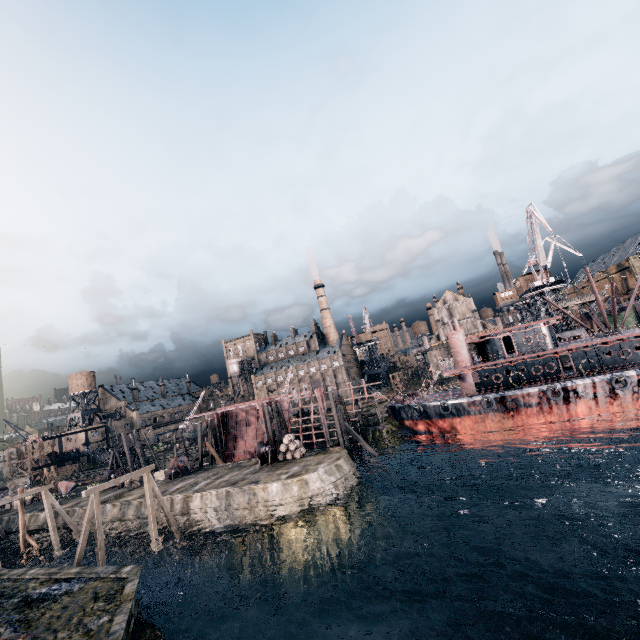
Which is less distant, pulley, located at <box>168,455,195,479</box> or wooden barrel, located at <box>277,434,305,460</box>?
wooden barrel, located at <box>277,434,305,460</box>

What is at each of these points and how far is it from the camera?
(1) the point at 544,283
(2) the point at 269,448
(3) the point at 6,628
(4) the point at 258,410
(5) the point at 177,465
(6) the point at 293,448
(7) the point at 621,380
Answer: (1) crane, 54.94m
(2) pulley, 36.62m
(3) stone debris, 15.12m
(4) ship construction, 53.19m
(5) pulley, 41.97m
(6) wooden barrel, 35.88m
(7) ship, 32.88m

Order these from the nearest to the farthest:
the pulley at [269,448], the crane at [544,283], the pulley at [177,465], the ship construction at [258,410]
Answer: the pulley at [269,448]
the pulley at [177,465]
the ship construction at [258,410]
the crane at [544,283]

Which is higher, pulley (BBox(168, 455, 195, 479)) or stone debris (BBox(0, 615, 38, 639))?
pulley (BBox(168, 455, 195, 479))

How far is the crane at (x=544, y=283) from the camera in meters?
50.7

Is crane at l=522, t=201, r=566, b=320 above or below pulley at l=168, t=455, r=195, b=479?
above

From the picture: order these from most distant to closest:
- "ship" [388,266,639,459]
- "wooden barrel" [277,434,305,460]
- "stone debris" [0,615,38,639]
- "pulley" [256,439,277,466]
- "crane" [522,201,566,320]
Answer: "crane" [522,201,566,320] → "pulley" [256,439,277,466] → "wooden barrel" [277,434,305,460] → "ship" [388,266,639,459] → "stone debris" [0,615,38,639]

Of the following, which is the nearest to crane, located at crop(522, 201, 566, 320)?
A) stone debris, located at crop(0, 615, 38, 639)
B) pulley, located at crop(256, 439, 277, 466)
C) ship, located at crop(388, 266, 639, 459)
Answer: ship, located at crop(388, 266, 639, 459)
